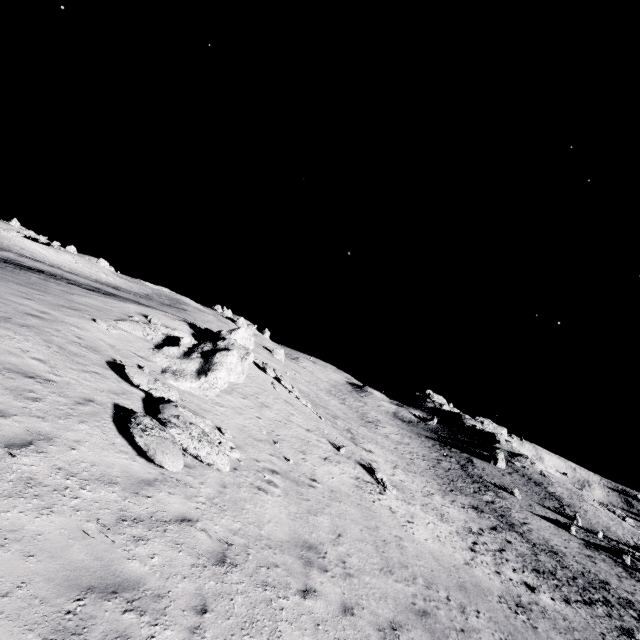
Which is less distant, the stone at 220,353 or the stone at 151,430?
the stone at 151,430

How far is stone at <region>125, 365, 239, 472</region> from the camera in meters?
7.6 m

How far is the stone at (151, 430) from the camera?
7.55m

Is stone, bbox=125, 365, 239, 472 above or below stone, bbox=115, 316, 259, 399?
below

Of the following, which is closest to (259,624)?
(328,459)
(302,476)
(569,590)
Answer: (302,476)

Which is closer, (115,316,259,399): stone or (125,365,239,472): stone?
(125,365,239,472): stone

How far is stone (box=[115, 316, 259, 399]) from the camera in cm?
1445
